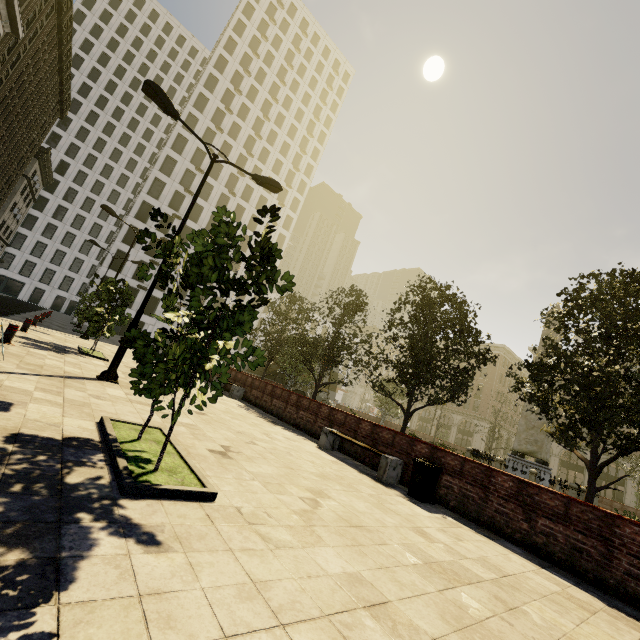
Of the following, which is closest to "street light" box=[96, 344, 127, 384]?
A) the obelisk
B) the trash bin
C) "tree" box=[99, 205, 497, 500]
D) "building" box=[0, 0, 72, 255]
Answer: "tree" box=[99, 205, 497, 500]

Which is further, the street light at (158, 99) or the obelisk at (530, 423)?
the obelisk at (530, 423)

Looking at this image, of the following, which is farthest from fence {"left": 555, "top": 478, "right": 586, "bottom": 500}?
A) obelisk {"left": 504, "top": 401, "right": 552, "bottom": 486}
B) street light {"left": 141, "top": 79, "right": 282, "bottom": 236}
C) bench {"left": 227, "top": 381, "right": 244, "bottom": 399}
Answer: street light {"left": 141, "top": 79, "right": 282, "bottom": 236}

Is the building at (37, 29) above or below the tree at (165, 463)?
above

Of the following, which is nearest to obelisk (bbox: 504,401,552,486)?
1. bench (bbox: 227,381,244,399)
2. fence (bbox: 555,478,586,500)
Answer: fence (bbox: 555,478,586,500)

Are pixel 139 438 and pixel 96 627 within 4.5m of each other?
yes

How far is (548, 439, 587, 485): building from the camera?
43.38m

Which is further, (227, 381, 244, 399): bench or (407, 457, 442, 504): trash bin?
(227, 381, 244, 399): bench
